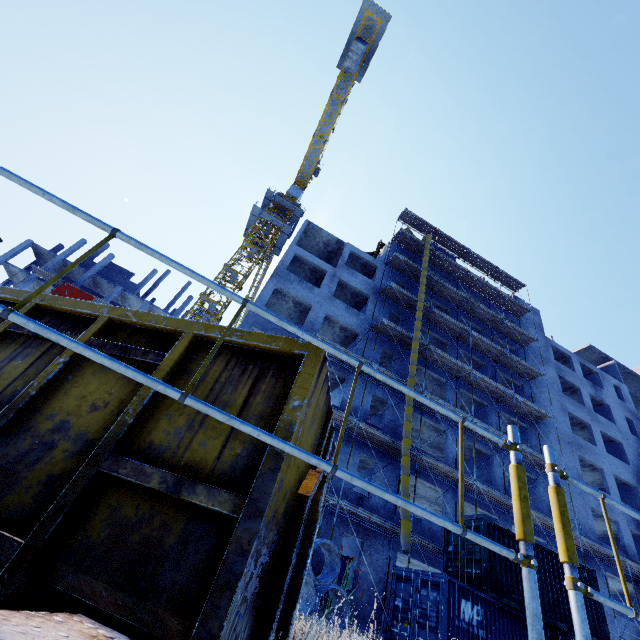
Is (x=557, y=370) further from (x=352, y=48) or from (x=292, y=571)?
(x=352, y=48)

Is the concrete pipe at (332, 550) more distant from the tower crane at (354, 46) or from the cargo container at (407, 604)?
the tower crane at (354, 46)

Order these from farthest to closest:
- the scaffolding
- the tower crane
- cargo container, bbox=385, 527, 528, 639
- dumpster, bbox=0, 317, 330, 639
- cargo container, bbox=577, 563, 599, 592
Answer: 1. the tower crane
2. the scaffolding
3. cargo container, bbox=577, 563, 599, 592
4. cargo container, bbox=385, 527, 528, 639
5. dumpster, bbox=0, 317, 330, 639

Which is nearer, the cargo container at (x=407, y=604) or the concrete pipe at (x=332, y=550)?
the concrete pipe at (x=332, y=550)

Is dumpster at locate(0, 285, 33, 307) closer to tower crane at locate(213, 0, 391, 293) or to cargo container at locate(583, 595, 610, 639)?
cargo container at locate(583, 595, 610, 639)

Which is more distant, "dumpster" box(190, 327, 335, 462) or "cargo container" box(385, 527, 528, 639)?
"cargo container" box(385, 527, 528, 639)

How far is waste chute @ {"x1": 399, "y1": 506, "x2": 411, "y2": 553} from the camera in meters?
13.2

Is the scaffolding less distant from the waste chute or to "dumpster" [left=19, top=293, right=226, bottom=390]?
the waste chute
